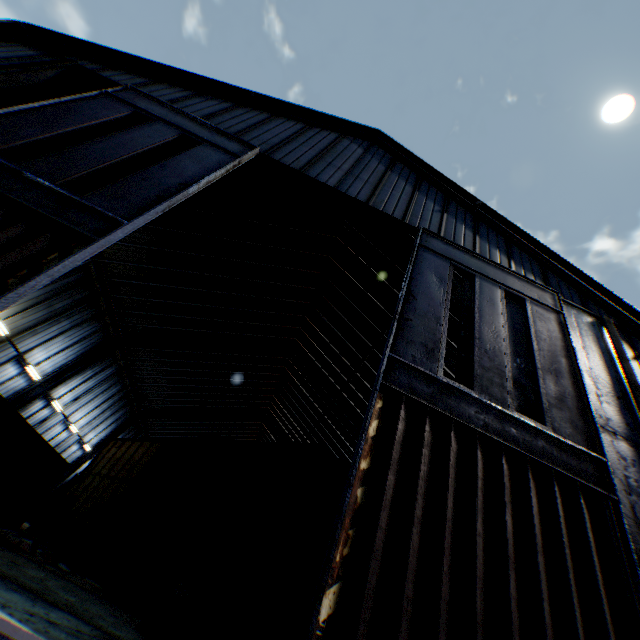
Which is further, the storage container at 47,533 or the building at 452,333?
the storage container at 47,533

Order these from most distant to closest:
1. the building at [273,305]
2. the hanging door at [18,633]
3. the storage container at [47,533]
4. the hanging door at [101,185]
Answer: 1. the storage container at [47,533]
2. the building at [273,305]
3. the hanging door at [101,185]
4. the hanging door at [18,633]

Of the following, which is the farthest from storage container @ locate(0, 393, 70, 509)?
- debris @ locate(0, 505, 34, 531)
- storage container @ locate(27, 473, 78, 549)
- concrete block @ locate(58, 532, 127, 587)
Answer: concrete block @ locate(58, 532, 127, 587)

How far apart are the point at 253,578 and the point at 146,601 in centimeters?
982cm

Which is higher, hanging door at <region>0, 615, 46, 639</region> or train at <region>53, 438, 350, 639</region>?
train at <region>53, 438, 350, 639</region>

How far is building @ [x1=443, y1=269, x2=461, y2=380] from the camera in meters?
14.3 m

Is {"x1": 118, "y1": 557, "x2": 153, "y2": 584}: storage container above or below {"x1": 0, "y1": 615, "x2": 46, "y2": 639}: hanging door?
above

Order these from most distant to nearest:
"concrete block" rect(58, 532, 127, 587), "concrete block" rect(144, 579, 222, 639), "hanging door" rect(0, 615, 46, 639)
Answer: "concrete block" rect(58, 532, 127, 587)
"concrete block" rect(144, 579, 222, 639)
"hanging door" rect(0, 615, 46, 639)
